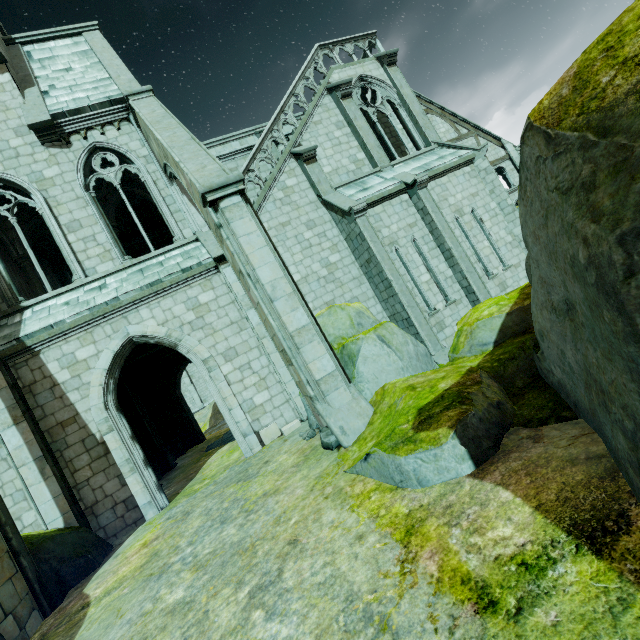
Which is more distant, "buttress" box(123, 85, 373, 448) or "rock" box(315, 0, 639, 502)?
"buttress" box(123, 85, 373, 448)

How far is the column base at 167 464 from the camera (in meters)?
15.24

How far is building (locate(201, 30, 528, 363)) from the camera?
12.6 meters

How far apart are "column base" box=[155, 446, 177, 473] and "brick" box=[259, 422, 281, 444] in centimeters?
820cm

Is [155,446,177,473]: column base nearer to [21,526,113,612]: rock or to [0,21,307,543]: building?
[0,21,307,543]: building

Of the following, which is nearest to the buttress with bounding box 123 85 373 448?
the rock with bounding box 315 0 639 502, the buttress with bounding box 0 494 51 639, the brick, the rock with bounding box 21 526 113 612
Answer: the rock with bounding box 315 0 639 502

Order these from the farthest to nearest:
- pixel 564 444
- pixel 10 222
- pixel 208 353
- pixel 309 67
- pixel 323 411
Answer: pixel 309 67, pixel 10 222, pixel 208 353, pixel 323 411, pixel 564 444

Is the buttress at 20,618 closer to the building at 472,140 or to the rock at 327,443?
the building at 472,140
